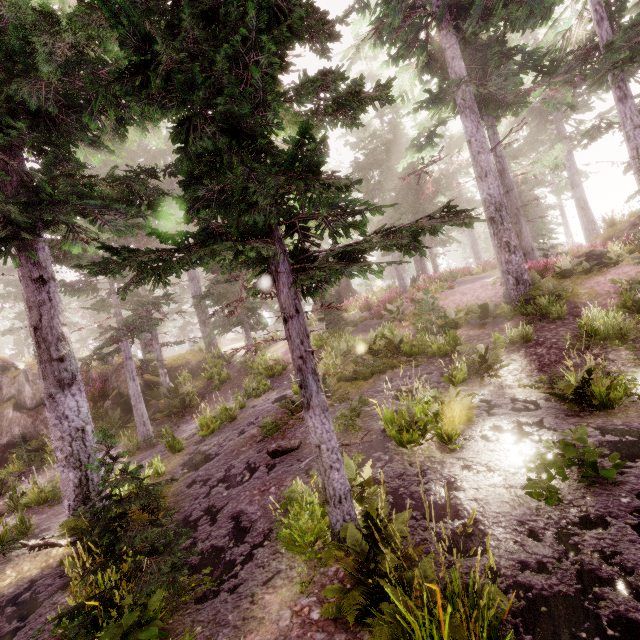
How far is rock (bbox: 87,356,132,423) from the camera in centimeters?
1691cm

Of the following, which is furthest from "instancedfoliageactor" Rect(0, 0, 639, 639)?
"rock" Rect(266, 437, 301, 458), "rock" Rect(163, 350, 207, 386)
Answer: "rock" Rect(266, 437, 301, 458)

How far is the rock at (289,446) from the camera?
8.5 meters

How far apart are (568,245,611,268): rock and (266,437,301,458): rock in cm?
1476

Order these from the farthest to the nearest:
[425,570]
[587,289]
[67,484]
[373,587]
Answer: [587,289] < [67,484] < [373,587] < [425,570]

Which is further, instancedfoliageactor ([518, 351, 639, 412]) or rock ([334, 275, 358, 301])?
rock ([334, 275, 358, 301])

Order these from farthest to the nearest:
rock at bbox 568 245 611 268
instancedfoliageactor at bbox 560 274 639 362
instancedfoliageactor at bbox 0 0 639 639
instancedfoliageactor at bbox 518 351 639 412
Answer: rock at bbox 568 245 611 268, instancedfoliageactor at bbox 560 274 639 362, instancedfoliageactor at bbox 518 351 639 412, instancedfoliageactor at bbox 0 0 639 639

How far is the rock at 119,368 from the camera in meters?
16.9
